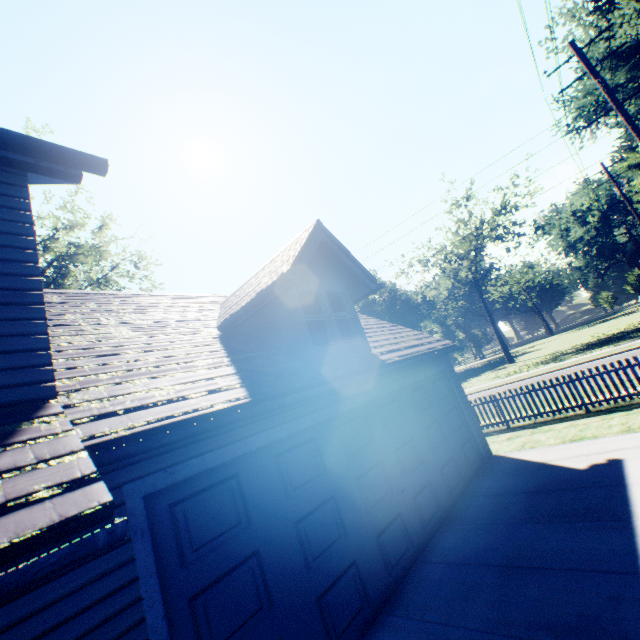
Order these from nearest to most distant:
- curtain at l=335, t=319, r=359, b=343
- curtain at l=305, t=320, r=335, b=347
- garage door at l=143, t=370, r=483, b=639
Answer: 1. garage door at l=143, t=370, r=483, b=639
2. curtain at l=305, t=320, r=335, b=347
3. curtain at l=335, t=319, r=359, b=343

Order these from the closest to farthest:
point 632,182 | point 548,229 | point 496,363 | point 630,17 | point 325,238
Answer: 1. point 325,238
2. point 630,17
3. point 548,229
4. point 496,363
5. point 632,182

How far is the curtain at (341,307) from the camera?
7.8m

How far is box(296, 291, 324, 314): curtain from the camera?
6.98m

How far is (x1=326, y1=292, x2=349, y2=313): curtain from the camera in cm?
775

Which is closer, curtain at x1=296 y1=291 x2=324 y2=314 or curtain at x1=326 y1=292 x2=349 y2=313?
curtain at x1=296 y1=291 x2=324 y2=314

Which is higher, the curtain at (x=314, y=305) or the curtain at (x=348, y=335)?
the curtain at (x=314, y=305)

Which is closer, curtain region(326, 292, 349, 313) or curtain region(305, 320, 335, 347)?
curtain region(305, 320, 335, 347)
